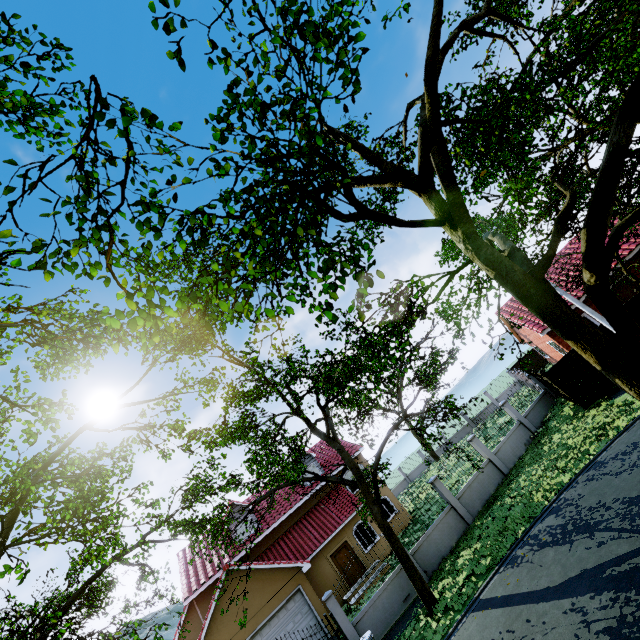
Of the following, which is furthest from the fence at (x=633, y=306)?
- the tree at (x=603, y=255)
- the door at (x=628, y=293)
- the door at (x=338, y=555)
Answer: the door at (x=338, y=555)

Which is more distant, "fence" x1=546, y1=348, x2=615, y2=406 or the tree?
"fence" x1=546, y1=348, x2=615, y2=406

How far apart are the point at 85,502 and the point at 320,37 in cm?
1486

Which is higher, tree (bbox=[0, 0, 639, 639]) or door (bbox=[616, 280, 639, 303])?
tree (bbox=[0, 0, 639, 639])

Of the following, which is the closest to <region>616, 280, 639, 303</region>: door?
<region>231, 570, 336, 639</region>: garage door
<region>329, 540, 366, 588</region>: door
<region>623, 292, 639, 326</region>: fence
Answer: <region>623, 292, 639, 326</region>: fence

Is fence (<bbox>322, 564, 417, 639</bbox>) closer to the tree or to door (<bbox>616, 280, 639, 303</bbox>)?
the tree

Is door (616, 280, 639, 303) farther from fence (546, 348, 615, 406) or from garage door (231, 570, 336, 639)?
garage door (231, 570, 336, 639)

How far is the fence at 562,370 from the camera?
16.0 meters
